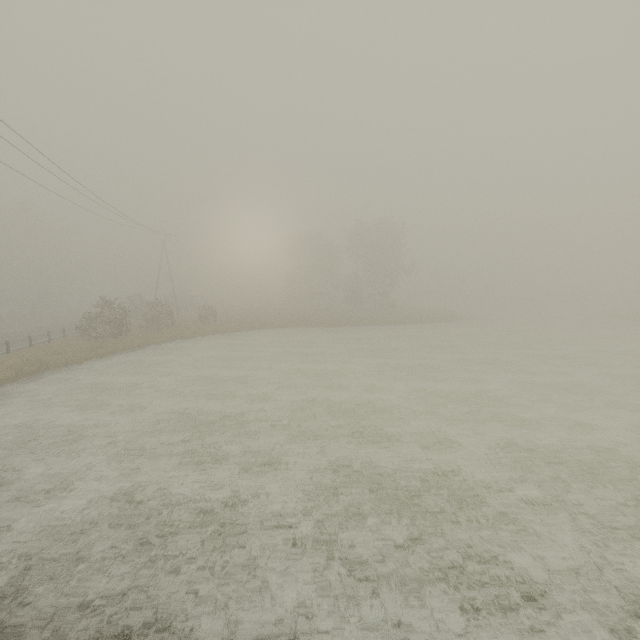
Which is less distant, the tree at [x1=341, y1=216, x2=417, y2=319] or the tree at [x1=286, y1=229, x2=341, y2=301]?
the tree at [x1=341, y1=216, x2=417, y2=319]

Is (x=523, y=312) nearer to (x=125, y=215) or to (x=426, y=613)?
(x=125, y=215)

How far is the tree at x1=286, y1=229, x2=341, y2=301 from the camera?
56.41m

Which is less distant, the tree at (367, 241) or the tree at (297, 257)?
the tree at (367, 241)

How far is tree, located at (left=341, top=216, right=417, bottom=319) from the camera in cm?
4575

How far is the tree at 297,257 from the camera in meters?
56.4 m
